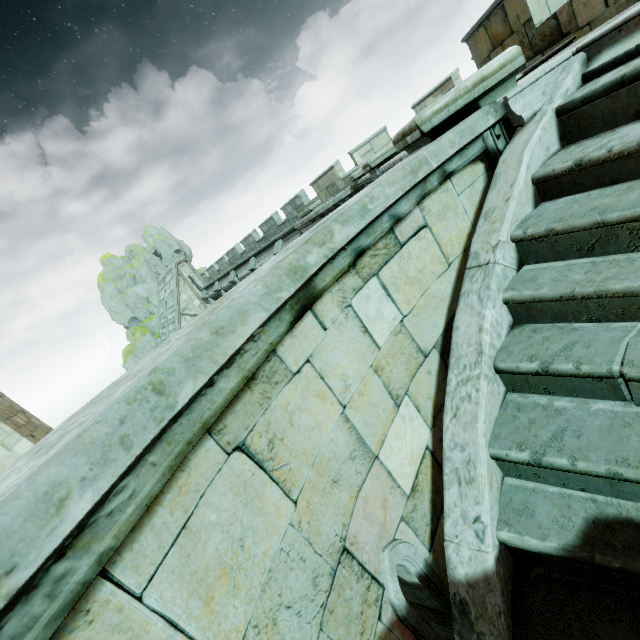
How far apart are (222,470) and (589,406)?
2.1m

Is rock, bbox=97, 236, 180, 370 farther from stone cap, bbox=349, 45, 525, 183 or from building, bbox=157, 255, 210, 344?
stone cap, bbox=349, 45, 525, 183

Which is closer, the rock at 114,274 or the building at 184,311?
the building at 184,311

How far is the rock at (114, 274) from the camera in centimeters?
4091cm

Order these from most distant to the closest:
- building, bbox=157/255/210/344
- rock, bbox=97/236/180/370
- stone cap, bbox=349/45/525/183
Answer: rock, bbox=97/236/180/370, building, bbox=157/255/210/344, stone cap, bbox=349/45/525/183

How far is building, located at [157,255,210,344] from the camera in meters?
29.1

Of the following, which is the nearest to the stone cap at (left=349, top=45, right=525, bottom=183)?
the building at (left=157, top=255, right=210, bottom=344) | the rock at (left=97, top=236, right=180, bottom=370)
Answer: the building at (left=157, top=255, right=210, bottom=344)
